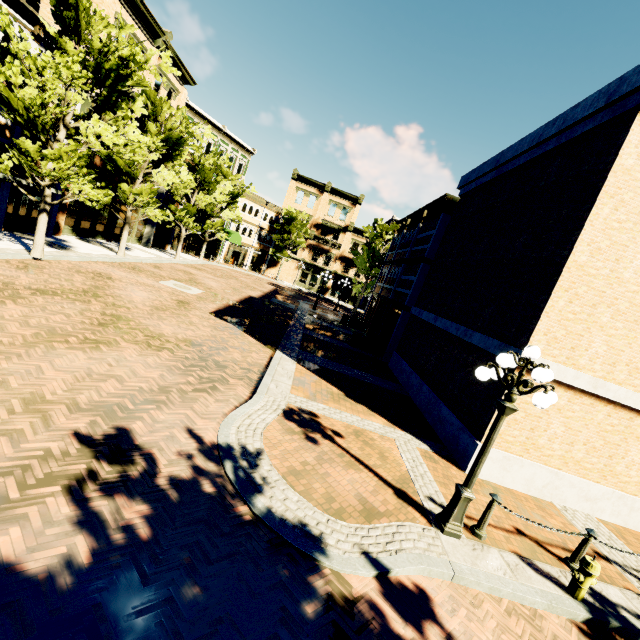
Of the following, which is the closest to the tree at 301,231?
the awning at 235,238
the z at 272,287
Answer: the z at 272,287

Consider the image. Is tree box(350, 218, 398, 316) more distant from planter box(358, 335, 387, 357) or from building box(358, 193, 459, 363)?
planter box(358, 335, 387, 357)

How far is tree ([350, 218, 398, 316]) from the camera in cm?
3012

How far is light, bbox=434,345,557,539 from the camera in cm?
503

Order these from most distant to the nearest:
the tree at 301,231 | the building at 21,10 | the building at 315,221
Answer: the building at 315,221, the tree at 301,231, the building at 21,10

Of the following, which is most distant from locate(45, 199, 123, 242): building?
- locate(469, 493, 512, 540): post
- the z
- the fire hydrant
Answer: → the fire hydrant

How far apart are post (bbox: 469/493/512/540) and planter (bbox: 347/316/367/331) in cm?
2007

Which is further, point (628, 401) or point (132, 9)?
point (132, 9)
